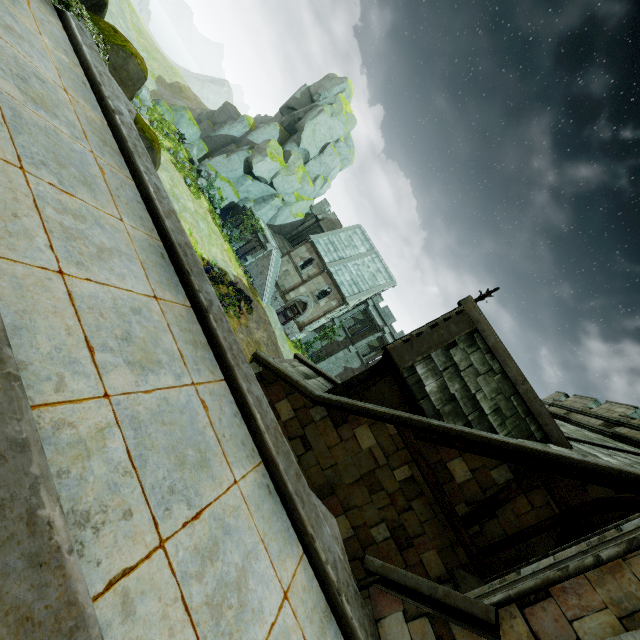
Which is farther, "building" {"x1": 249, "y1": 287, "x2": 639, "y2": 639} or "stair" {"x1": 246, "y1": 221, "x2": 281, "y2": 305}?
"stair" {"x1": 246, "y1": 221, "x2": 281, "y2": 305}

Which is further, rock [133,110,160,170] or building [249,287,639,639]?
rock [133,110,160,170]

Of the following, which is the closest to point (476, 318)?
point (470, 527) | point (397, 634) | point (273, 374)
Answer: point (470, 527)

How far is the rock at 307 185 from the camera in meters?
34.2 m

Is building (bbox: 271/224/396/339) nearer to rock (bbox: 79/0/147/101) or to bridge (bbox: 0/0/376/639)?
bridge (bbox: 0/0/376/639)

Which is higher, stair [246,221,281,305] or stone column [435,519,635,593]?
stone column [435,519,635,593]

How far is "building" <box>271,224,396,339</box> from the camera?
34.4 meters

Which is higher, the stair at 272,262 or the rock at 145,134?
the rock at 145,134
